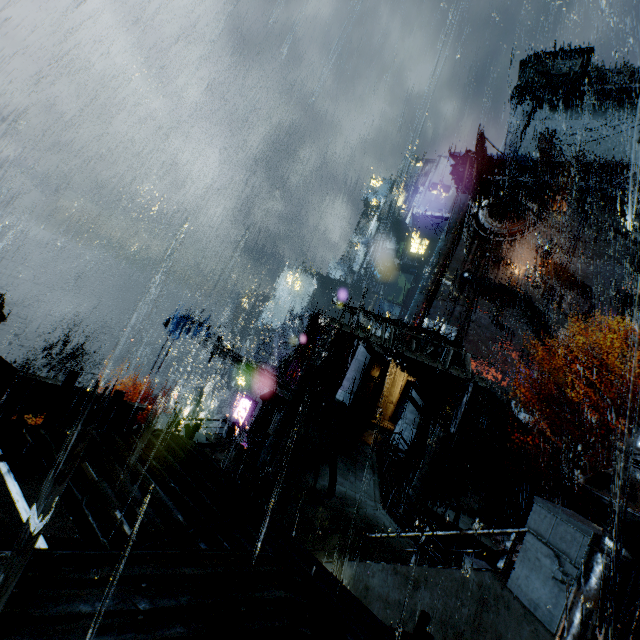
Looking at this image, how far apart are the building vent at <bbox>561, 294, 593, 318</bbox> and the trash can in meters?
31.7 m

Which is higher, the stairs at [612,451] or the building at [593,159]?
the building at [593,159]

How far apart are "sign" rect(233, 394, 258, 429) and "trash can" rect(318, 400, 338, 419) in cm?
689

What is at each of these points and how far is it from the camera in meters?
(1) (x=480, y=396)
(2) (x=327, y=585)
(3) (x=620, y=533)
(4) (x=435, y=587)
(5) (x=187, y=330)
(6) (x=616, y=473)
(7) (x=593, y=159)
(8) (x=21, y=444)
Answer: (1) stairs, 33.0
(2) scaffolding, 2.7
(3) light, 3.5
(4) building, 5.9
(5) cloth, 25.0
(6) building, 3.7
(7) building, 36.3
(8) building, 8.7

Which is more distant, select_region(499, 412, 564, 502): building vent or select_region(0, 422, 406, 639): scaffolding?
select_region(499, 412, 564, 502): building vent

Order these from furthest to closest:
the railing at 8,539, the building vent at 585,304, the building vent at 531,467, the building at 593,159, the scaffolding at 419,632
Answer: the building at 593,159 < the building vent at 585,304 < the building vent at 531,467 < the railing at 8,539 < the scaffolding at 419,632

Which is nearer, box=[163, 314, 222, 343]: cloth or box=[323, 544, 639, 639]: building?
box=[323, 544, 639, 639]: building
